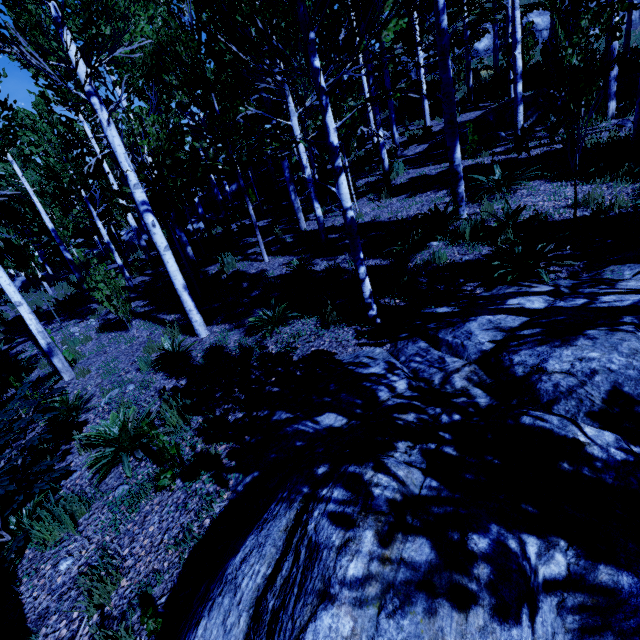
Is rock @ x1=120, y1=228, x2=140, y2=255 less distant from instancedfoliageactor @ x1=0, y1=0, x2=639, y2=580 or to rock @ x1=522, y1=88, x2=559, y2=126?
instancedfoliageactor @ x1=0, y1=0, x2=639, y2=580

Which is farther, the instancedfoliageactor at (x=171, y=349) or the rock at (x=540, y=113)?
the rock at (x=540, y=113)

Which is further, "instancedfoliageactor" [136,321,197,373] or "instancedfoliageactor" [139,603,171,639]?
"instancedfoliageactor" [136,321,197,373]

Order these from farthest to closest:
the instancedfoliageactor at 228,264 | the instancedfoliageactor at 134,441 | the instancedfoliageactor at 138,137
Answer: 1. the instancedfoliageactor at 228,264
2. the instancedfoliageactor at 138,137
3. the instancedfoliageactor at 134,441

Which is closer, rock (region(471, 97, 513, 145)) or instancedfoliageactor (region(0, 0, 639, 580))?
instancedfoliageactor (region(0, 0, 639, 580))

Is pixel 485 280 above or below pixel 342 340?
above

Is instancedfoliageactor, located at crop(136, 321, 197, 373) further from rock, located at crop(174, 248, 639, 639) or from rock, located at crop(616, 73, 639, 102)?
rock, located at crop(616, 73, 639, 102)

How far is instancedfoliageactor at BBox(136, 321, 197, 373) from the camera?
6.0m
